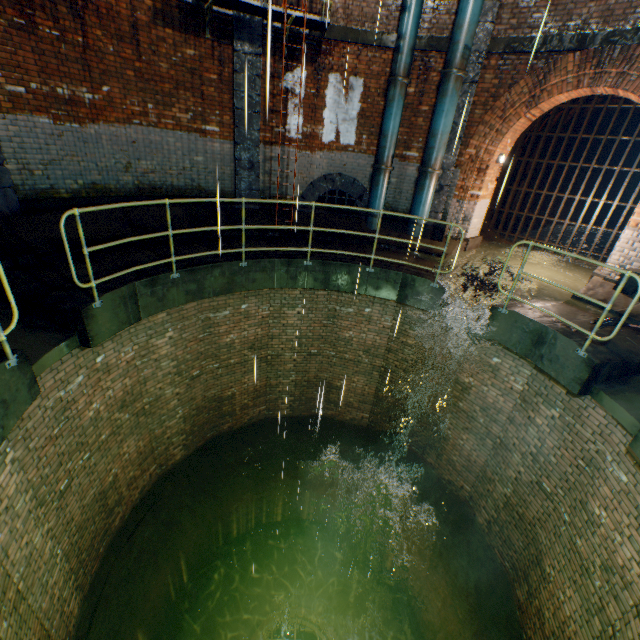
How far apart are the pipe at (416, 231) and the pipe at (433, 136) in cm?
13

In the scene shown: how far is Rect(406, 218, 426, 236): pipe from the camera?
9.2m

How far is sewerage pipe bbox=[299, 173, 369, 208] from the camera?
9.5m

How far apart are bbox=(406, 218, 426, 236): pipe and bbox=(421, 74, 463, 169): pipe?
0.13m

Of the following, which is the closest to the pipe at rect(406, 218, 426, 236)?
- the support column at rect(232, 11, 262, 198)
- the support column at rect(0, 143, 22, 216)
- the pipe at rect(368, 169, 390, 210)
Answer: the pipe at rect(368, 169, 390, 210)

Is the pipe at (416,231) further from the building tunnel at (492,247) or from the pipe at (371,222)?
the building tunnel at (492,247)

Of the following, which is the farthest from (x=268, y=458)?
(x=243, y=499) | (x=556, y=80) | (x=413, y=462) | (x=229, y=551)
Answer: (x=556, y=80)

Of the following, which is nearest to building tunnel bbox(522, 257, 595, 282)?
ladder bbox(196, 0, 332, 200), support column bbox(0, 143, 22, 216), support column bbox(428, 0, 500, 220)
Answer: support column bbox(428, 0, 500, 220)
